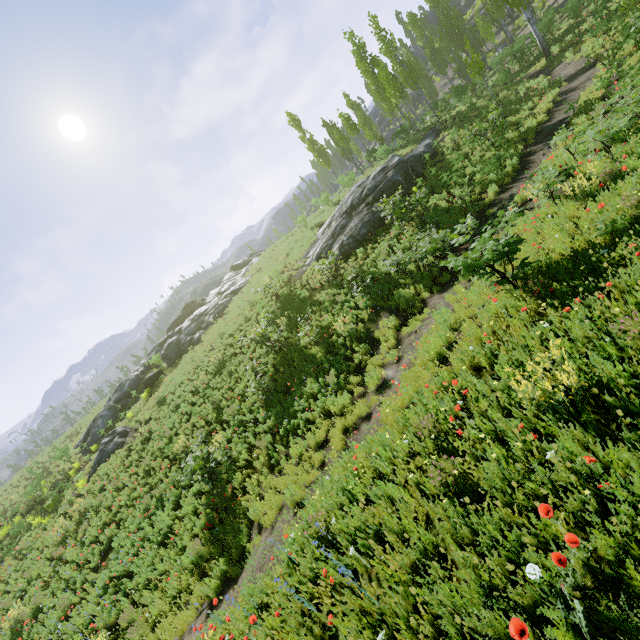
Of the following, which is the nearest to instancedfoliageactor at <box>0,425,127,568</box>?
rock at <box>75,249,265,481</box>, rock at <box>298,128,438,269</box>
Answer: rock at <box>298,128,438,269</box>

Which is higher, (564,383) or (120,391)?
(120,391)

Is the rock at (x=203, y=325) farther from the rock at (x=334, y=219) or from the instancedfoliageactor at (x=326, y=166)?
the instancedfoliageactor at (x=326, y=166)

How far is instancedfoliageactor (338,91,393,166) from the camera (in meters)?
27.33

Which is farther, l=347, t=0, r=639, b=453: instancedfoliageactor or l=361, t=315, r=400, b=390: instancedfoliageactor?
l=361, t=315, r=400, b=390: instancedfoliageactor

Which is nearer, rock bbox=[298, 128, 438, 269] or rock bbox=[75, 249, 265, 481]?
rock bbox=[298, 128, 438, 269]

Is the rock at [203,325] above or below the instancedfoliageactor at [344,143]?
below

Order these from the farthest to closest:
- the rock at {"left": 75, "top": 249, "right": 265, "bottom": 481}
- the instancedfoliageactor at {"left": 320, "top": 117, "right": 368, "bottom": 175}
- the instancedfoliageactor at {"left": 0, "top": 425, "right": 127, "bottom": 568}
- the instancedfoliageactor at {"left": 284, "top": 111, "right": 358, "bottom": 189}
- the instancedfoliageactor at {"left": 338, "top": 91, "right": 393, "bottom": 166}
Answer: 1. the instancedfoliageactor at {"left": 320, "top": 117, "right": 368, "bottom": 175}
2. the instancedfoliageactor at {"left": 284, "top": 111, "right": 358, "bottom": 189}
3. the instancedfoliageactor at {"left": 338, "top": 91, "right": 393, "bottom": 166}
4. the rock at {"left": 75, "top": 249, "right": 265, "bottom": 481}
5. the instancedfoliageactor at {"left": 0, "top": 425, "right": 127, "bottom": 568}
